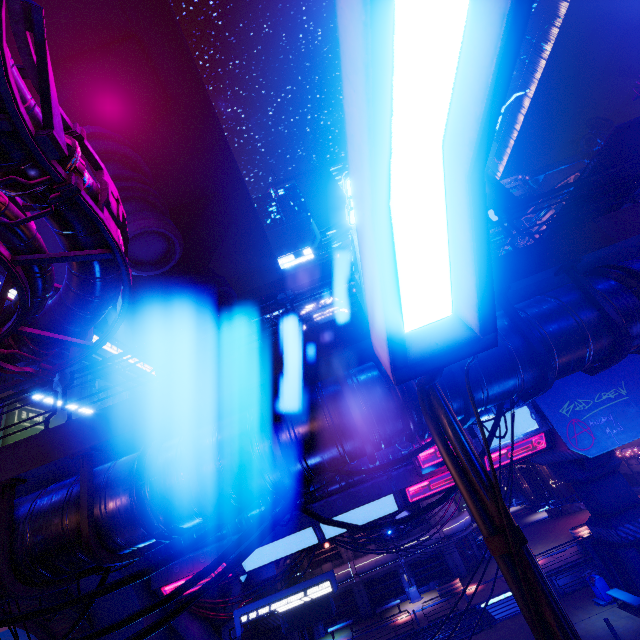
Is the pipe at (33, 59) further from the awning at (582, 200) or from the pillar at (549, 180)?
the pillar at (549, 180)

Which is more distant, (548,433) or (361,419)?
(548,433)

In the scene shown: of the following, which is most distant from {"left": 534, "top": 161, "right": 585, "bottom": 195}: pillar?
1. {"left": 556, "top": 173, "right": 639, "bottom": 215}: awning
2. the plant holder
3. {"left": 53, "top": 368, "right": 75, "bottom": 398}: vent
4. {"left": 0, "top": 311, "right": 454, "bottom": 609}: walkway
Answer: {"left": 53, "top": 368, "right": 75, "bottom": 398}: vent

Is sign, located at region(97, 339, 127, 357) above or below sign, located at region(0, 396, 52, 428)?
above

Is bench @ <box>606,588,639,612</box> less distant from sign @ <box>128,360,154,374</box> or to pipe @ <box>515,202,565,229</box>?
pipe @ <box>515,202,565,229</box>

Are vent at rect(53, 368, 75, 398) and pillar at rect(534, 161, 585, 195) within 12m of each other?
no

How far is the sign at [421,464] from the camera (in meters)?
18.42

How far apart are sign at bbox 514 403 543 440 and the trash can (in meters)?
9.88
